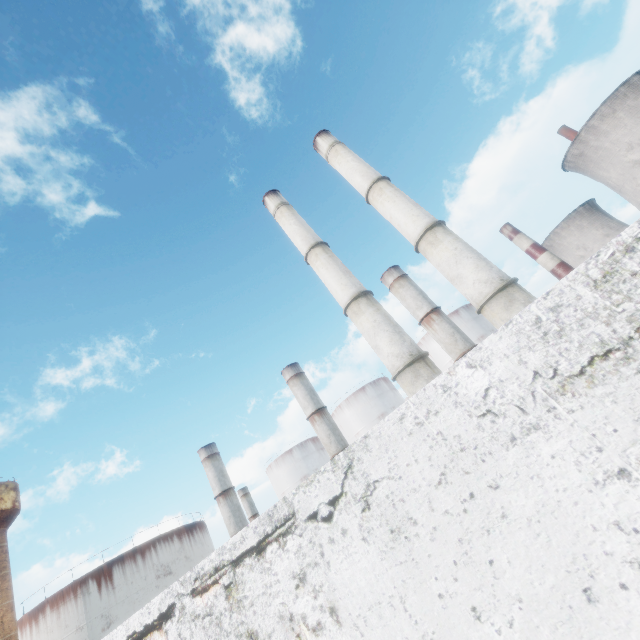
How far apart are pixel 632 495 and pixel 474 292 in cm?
2026

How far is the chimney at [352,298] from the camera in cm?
2057

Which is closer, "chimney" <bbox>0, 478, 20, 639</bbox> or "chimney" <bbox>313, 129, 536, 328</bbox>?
"chimney" <bbox>313, 129, 536, 328</bbox>

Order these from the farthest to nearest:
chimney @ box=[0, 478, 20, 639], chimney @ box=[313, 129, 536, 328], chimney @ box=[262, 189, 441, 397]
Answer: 1. chimney @ box=[0, 478, 20, 639]
2. chimney @ box=[262, 189, 441, 397]
3. chimney @ box=[313, 129, 536, 328]

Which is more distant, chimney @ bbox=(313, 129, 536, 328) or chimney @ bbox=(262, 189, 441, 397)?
chimney @ bbox=(262, 189, 441, 397)

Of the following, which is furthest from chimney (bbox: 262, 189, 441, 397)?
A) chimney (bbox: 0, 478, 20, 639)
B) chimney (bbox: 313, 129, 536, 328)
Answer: chimney (bbox: 0, 478, 20, 639)

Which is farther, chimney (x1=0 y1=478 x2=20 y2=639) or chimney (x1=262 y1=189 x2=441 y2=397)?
chimney (x1=0 y1=478 x2=20 y2=639)

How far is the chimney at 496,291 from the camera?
18.8 meters
